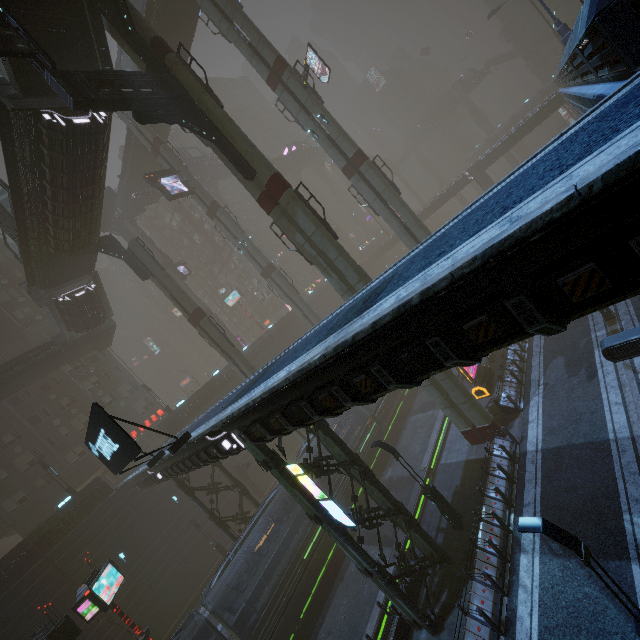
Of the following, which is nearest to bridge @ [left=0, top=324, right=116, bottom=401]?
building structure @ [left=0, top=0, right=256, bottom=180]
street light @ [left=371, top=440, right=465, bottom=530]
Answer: building structure @ [left=0, top=0, right=256, bottom=180]

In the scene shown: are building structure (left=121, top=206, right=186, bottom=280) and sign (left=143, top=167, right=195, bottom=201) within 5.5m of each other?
no

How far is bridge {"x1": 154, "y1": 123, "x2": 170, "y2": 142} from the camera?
38.94m

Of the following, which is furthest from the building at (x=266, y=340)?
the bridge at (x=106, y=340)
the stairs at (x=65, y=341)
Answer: the stairs at (x=65, y=341)

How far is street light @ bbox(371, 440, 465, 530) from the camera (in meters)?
15.15

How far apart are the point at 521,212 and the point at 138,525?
38.3 meters

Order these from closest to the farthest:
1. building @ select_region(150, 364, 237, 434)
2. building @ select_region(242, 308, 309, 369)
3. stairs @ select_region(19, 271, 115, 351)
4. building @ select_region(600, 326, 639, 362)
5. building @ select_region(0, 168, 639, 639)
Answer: building @ select_region(0, 168, 639, 639) → building @ select_region(600, 326, 639, 362) → stairs @ select_region(19, 271, 115, 351) → building @ select_region(150, 364, 237, 434) → building @ select_region(242, 308, 309, 369)

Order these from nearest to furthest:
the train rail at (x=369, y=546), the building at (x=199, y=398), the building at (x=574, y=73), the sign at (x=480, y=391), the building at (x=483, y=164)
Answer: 1. the building at (x=574, y=73)
2. the building at (x=483, y=164)
3. the train rail at (x=369, y=546)
4. the sign at (x=480, y=391)
5. the building at (x=199, y=398)
